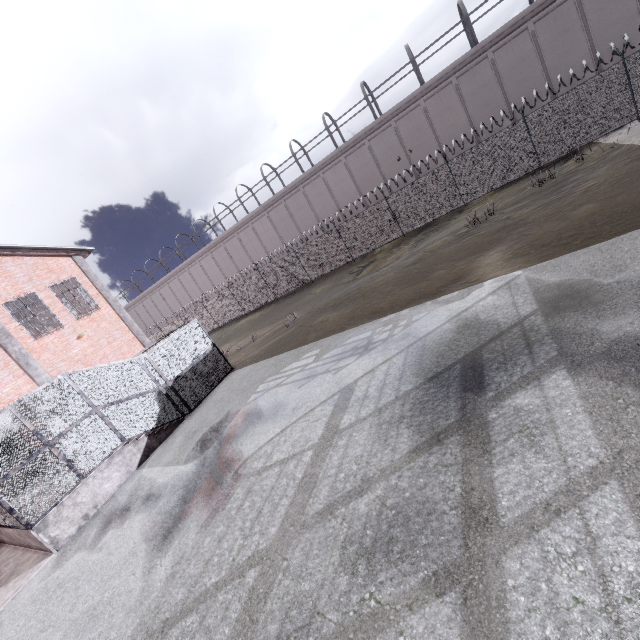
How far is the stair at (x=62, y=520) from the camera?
8.97m

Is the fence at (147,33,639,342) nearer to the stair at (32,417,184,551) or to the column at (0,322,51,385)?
the stair at (32,417,184,551)

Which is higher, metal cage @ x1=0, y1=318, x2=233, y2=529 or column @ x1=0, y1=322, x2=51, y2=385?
column @ x1=0, y1=322, x2=51, y2=385

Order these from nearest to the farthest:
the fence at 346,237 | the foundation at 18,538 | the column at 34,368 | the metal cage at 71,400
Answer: the foundation at 18,538, the metal cage at 71,400, the column at 34,368, the fence at 346,237

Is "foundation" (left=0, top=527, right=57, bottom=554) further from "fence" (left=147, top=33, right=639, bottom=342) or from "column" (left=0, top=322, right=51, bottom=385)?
"fence" (left=147, top=33, right=639, bottom=342)

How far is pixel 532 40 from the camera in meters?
21.3

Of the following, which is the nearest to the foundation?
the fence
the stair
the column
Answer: the stair

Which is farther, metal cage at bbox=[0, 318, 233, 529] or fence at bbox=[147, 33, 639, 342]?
fence at bbox=[147, 33, 639, 342]
